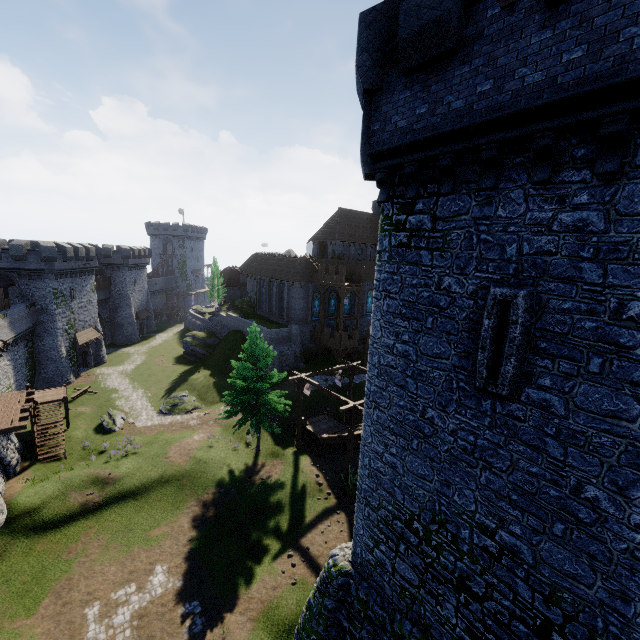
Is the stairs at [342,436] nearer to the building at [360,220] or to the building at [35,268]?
the building at [360,220]

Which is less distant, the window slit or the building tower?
the building tower

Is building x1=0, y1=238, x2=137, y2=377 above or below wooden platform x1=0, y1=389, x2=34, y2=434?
above

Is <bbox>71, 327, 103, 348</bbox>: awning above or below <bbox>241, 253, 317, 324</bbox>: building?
below

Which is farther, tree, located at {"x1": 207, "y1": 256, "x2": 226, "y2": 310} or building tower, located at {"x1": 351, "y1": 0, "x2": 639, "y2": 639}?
tree, located at {"x1": 207, "y1": 256, "x2": 226, "y2": 310}

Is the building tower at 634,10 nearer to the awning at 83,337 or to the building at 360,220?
the building at 360,220

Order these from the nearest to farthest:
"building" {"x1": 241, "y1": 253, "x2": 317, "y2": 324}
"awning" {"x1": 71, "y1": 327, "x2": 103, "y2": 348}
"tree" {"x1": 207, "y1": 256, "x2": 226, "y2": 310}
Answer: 1. "awning" {"x1": 71, "y1": 327, "x2": 103, "y2": 348}
2. "building" {"x1": 241, "y1": 253, "x2": 317, "y2": 324}
3. "tree" {"x1": 207, "y1": 256, "x2": 226, "y2": 310}

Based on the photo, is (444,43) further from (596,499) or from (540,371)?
(596,499)
